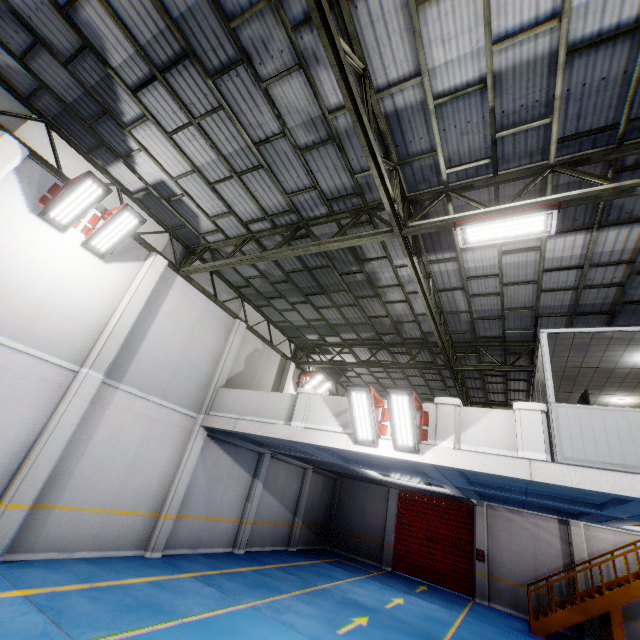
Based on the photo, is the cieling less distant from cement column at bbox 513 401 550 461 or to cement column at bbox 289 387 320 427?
cement column at bbox 513 401 550 461

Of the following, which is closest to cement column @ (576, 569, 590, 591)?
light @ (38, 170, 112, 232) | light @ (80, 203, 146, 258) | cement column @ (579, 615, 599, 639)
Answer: cement column @ (579, 615, 599, 639)

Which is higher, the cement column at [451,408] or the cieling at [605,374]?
the cieling at [605,374]

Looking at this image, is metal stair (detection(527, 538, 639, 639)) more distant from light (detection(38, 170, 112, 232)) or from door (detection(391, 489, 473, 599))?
light (detection(38, 170, 112, 232))

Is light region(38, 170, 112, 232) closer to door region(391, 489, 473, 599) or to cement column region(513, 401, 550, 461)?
cement column region(513, 401, 550, 461)

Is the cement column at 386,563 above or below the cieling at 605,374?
below

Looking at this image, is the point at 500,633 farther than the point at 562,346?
Yes

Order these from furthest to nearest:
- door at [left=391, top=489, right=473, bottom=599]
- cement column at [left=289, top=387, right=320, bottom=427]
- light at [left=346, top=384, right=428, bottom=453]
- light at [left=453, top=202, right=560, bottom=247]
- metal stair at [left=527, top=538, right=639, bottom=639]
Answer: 1. door at [left=391, top=489, right=473, bottom=599]
2. metal stair at [left=527, top=538, right=639, bottom=639]
3. cement column at [left=289, top=387, right=320, bottom=427]
4. light at [left=346, top=384, right=428, bottom=453]
5. light at [left=453, top=202, right=560, bottom=247]
